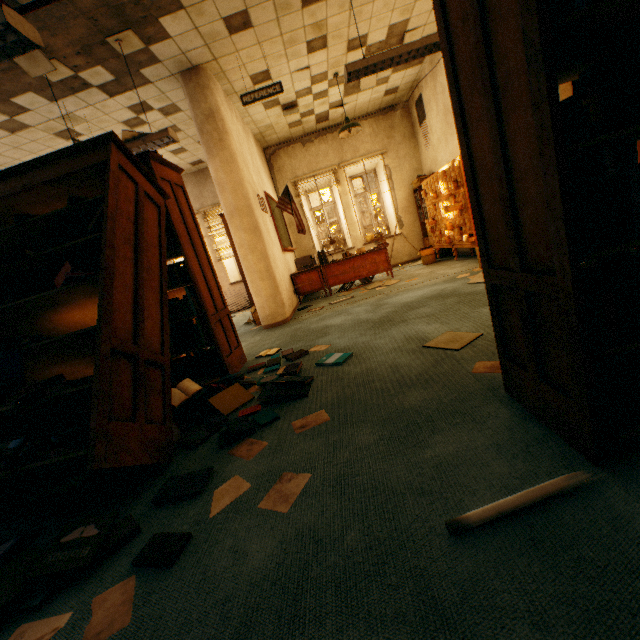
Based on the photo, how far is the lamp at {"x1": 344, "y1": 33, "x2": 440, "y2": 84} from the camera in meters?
3.6

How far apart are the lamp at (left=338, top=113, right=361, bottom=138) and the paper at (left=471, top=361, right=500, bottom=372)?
5.5 meters

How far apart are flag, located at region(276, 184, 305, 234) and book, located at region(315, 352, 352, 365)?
4.2 meters

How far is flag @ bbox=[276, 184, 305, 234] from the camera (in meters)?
6.53

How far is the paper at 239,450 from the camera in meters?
1.8

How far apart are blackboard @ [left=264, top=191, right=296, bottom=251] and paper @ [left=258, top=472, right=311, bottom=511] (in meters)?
5.83

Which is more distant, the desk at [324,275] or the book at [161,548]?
the desk at [324,275]

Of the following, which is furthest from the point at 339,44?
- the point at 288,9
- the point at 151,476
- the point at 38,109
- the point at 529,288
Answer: the point at 151,476
